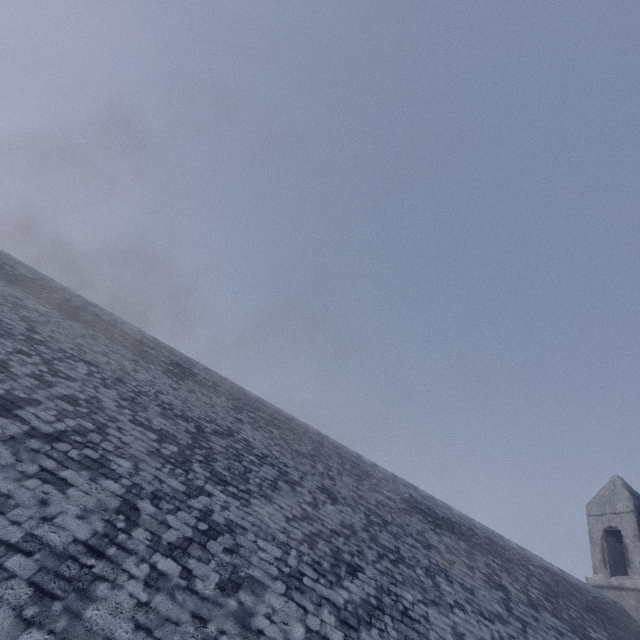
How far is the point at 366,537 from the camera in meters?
6.1 m
